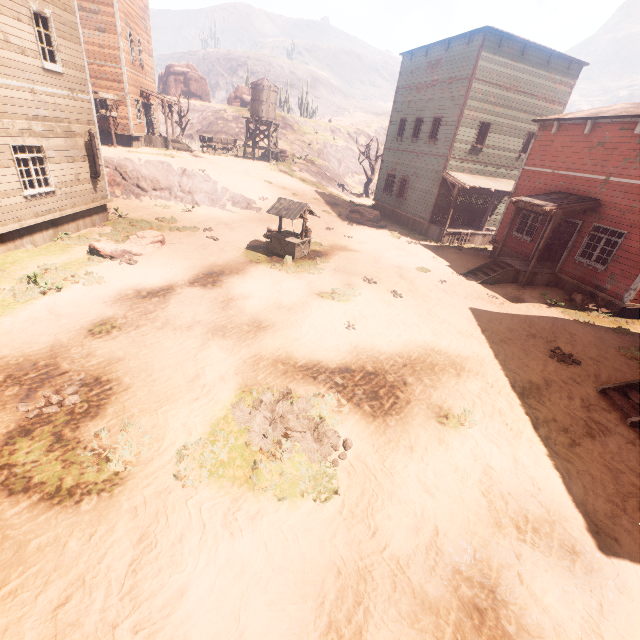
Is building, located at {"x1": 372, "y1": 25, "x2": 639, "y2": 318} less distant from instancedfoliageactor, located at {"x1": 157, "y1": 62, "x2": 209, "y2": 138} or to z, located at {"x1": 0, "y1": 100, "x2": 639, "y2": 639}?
z, located at {"x1": 0, "y1": 100, "x2": 639, "y2": 639}

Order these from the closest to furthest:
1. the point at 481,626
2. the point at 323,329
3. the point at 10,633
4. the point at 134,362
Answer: the point at 10,633 → the point at 481,626 → the point at 134,362 → the point at 323,329

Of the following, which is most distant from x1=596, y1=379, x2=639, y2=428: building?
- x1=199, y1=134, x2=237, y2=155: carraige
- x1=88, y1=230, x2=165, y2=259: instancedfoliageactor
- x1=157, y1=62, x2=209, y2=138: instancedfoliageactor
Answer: x1=157, y1=62, x2=209, y2=138: instancedfoliageactor

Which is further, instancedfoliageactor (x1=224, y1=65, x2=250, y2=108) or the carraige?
instancedfoliageactor (x1=224, y1=65, x2=250, y2=108)

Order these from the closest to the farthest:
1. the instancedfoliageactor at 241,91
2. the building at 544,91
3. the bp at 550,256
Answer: the building at 544,91, the bp at 550,256, the instancedfoliageactor at 241,91

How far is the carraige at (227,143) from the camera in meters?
29.6 m

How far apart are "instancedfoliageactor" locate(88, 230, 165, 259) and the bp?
17.4m

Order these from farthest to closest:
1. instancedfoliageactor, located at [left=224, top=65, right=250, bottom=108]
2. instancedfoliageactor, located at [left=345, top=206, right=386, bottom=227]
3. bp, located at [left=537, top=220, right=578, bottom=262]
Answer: instancedfoliageactor, located at [left=224, top=65, right=250, bottom=108] < instancedfoliageactor, located at [left=345, top=206, right=386, bottom=227] < bp, located at [left=537, top=220, right=578, bottom=262]
